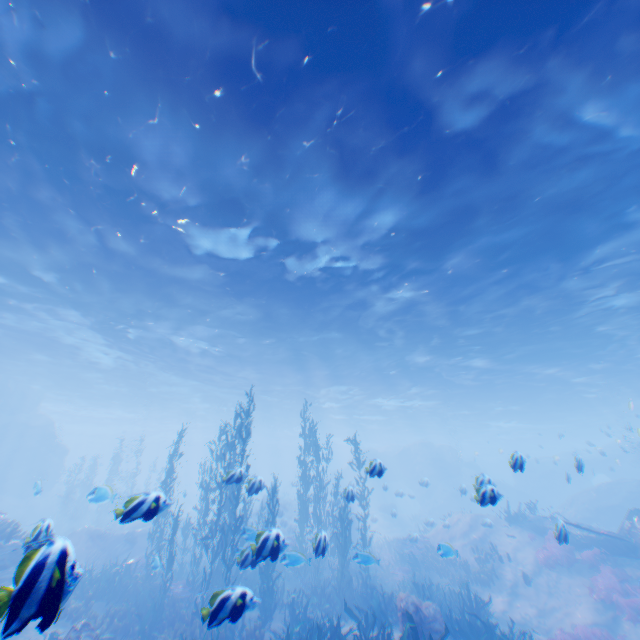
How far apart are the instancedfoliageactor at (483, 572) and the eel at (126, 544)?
18.6m

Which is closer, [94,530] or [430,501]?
[94,530]

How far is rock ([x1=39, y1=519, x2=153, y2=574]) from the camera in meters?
2.6 m

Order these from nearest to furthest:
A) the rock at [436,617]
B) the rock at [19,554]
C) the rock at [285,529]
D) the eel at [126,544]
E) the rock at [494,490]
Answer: the rock at [19,554] → the rock at [285,529] → the rock at [436,617] → the eel at [126,544] → the rock at [494,490]

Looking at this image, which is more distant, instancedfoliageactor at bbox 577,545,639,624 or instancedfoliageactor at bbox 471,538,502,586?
instancedfoliageactor at bbox 471,538,502,586

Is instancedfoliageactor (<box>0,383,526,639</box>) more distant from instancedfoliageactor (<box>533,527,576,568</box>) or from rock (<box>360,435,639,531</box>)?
instancedfoliageactor (<box>533,527,576,568</box>)

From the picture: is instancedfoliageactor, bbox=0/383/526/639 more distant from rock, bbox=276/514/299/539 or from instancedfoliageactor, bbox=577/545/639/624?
instancedfoliageactor, bbox=577/545/639/624
